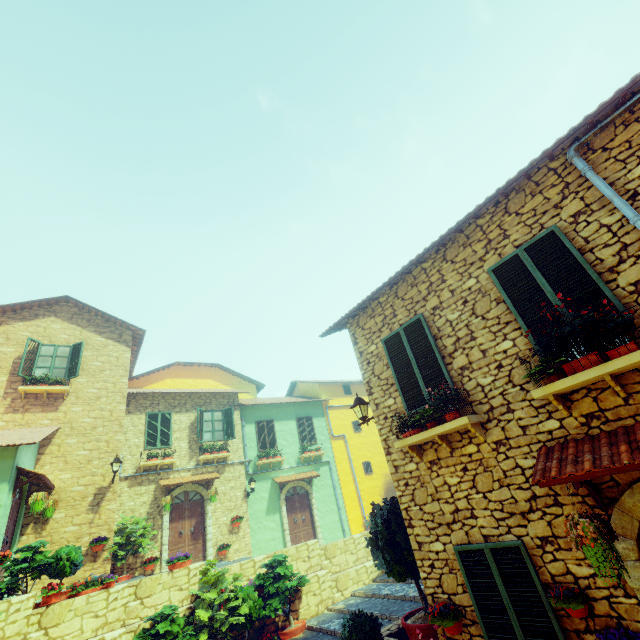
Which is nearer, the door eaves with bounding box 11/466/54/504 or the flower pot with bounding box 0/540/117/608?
the flower pot with bounding box 0/540/117/608

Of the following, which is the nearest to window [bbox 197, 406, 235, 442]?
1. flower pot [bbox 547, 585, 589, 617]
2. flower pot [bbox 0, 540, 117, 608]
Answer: flower pot [bbox 0, 540, 117, 608]

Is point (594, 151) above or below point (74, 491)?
above

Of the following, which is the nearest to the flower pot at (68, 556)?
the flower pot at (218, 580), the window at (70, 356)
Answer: the flower pot at (218, 580)

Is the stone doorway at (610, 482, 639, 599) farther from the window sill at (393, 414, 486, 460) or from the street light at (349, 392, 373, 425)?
the street light at (349, 392, 373, 425)

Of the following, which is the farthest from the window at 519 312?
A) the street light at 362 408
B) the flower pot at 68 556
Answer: the flower pot at 68 556

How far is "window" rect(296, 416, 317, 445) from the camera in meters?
18.7

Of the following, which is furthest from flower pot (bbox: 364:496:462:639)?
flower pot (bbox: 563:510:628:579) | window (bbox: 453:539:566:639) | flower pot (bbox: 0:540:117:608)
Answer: flower pot (bbox: 0:540:117:608)
